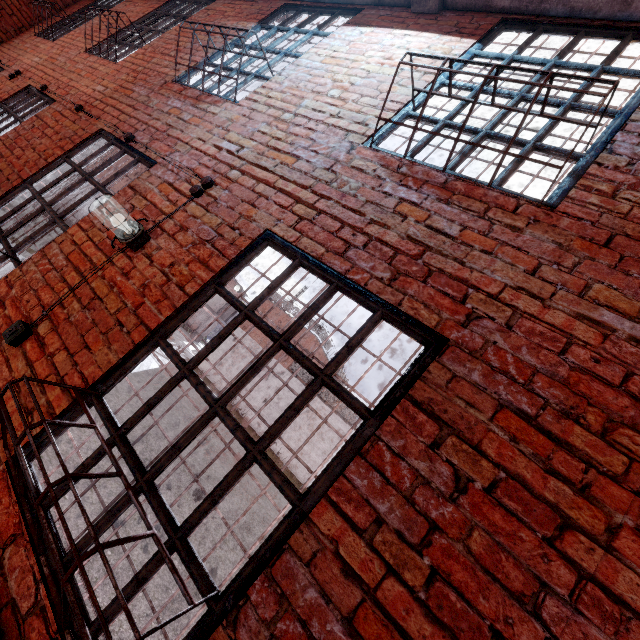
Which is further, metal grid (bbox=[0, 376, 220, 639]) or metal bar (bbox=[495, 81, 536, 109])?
metal bar (bbox=[495, 81, 536, 109])

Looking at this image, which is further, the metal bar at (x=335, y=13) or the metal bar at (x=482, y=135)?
the metal bar at (x=335, y=13)

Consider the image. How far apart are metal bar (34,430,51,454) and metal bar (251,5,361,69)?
1.1 meters

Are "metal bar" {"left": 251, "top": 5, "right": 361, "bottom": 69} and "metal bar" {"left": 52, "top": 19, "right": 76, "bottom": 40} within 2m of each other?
no

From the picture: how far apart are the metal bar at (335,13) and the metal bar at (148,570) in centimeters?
115cm

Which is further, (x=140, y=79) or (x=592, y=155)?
(x=140, y=79)

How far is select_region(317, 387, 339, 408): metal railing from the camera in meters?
19.9

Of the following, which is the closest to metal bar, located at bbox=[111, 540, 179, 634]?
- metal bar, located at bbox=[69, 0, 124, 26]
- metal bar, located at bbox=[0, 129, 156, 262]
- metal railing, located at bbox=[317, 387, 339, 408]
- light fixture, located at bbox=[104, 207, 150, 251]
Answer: light fixture, located at bbox=[104, 207, 150, 251]
